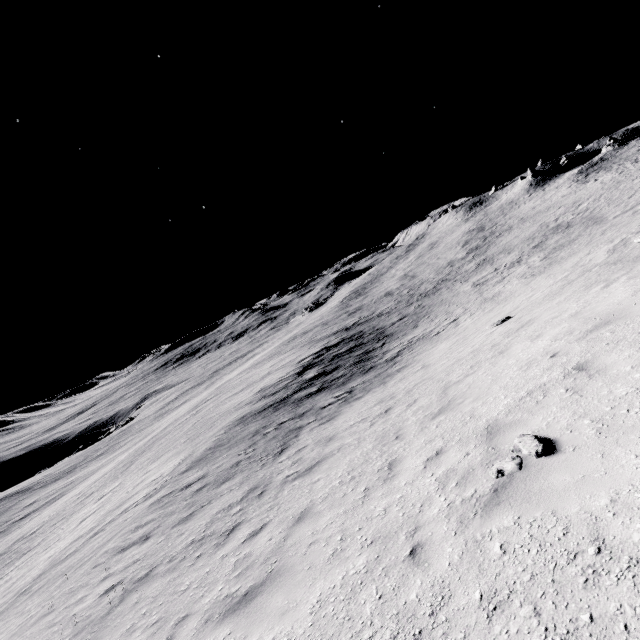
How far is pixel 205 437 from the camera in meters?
19.2

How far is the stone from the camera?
4.4 meters

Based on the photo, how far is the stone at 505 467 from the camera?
4.4 meters
